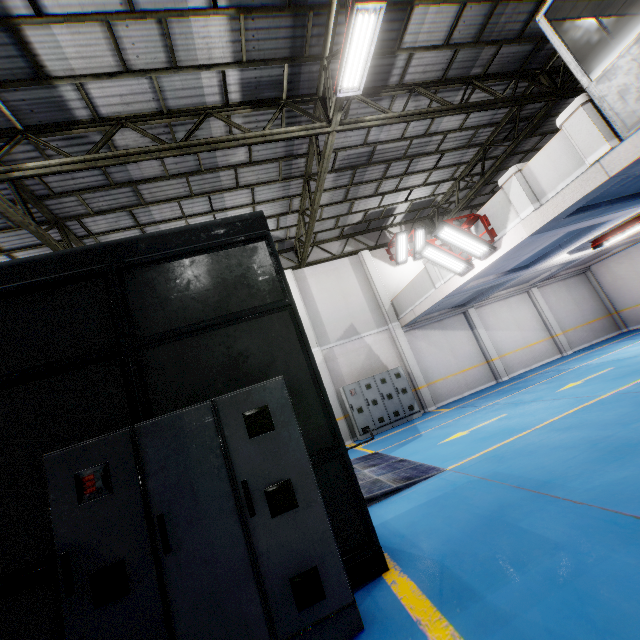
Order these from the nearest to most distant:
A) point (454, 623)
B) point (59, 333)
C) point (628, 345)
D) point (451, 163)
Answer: point (454, 623), point (59, 333), point (628, 345), point (451, 163)

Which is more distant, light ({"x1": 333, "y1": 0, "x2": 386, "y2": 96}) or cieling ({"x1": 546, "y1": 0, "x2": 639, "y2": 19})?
cieling ({"x1": 546, "y1": 0, "x2": 639, "y2": 19})

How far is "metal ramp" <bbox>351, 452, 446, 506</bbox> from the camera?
5.5 meters

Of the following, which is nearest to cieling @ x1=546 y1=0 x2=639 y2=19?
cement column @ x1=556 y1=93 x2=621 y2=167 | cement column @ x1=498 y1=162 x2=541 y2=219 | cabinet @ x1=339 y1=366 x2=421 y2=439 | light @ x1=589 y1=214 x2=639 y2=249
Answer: cement column @ x1=556 y1=93 x2=621 y2=167

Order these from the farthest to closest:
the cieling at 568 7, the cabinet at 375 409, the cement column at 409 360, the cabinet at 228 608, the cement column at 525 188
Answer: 1. the cement column at 409 360
2. the cabinet at 375 409
3. the cement column at 525 188
4. the cieling at 568 7
5. the cabinet at 228 608

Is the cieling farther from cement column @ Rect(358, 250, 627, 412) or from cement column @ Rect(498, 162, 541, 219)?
cement column @ Rect(358, 250, 627, 412)

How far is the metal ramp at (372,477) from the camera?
5.45m

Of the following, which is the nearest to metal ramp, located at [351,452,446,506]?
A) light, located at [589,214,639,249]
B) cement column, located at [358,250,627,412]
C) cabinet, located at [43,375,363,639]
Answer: cabinet, located at [43,375,363,639]
